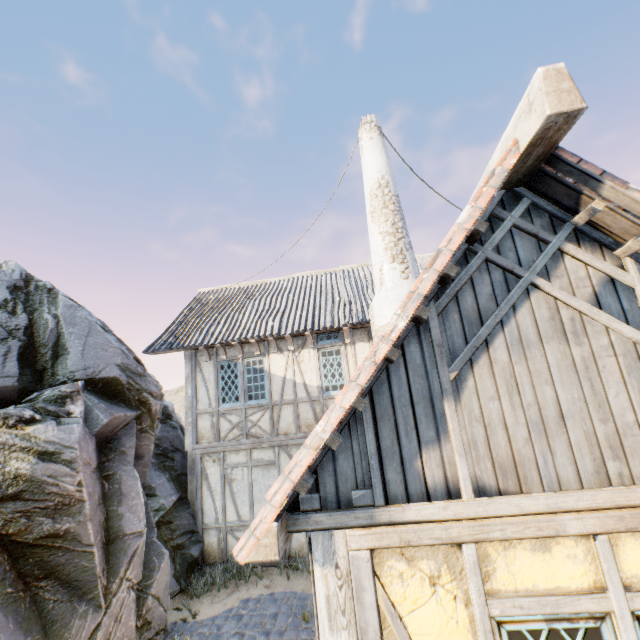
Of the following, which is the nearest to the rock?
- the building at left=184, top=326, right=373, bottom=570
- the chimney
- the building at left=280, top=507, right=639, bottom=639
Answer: the building at left=184, top=326, right=373, bottom=570

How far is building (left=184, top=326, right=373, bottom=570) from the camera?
8.52m

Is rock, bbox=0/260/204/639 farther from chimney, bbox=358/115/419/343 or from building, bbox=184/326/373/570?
chimney, bbox=358/115/419/343

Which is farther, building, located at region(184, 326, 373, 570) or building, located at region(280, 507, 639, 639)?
building, located at region(184, 326, 373, 570)

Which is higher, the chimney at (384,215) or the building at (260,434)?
the chimney at (384,215)

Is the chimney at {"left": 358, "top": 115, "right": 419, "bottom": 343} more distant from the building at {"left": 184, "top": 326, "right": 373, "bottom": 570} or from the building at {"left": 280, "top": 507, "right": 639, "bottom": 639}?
the building at {"left": 280, "top": 507, "right": 639, "bottom": 639}

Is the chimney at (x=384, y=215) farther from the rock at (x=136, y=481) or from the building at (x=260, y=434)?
the rock at (x=136, y=481)

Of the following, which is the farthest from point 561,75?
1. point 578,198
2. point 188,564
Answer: point 188,564
